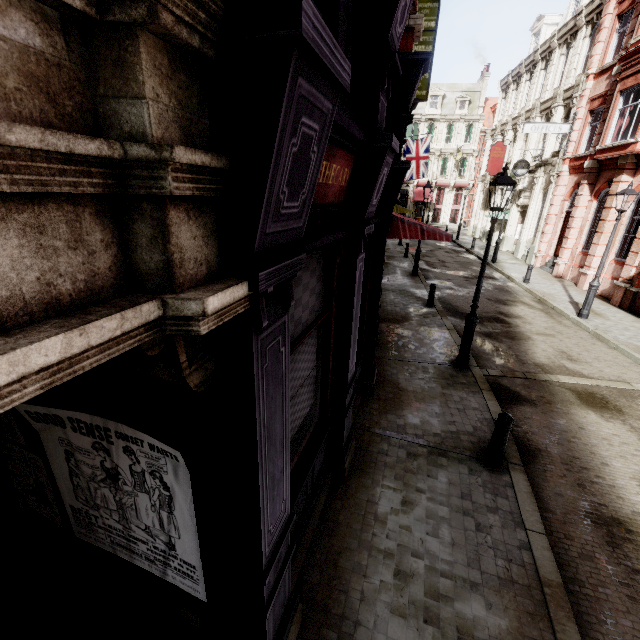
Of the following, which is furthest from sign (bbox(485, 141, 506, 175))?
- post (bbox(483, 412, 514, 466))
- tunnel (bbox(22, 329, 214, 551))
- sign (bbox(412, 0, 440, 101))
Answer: tunnel (bbox(22, 329, 214, 551))

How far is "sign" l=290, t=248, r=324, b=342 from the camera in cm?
294

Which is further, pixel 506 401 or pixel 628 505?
pixel 506 401

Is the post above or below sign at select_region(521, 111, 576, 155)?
below

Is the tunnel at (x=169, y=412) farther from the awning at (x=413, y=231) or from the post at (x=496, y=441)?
the awning at (x=413, y=231)

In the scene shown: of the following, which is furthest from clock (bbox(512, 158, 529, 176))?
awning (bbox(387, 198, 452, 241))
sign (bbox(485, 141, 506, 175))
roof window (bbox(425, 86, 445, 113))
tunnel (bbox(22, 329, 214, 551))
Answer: roof window (bbox(425, 86, 445, 113))

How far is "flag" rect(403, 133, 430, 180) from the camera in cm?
2525

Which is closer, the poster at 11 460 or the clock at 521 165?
the poster at 11 460
